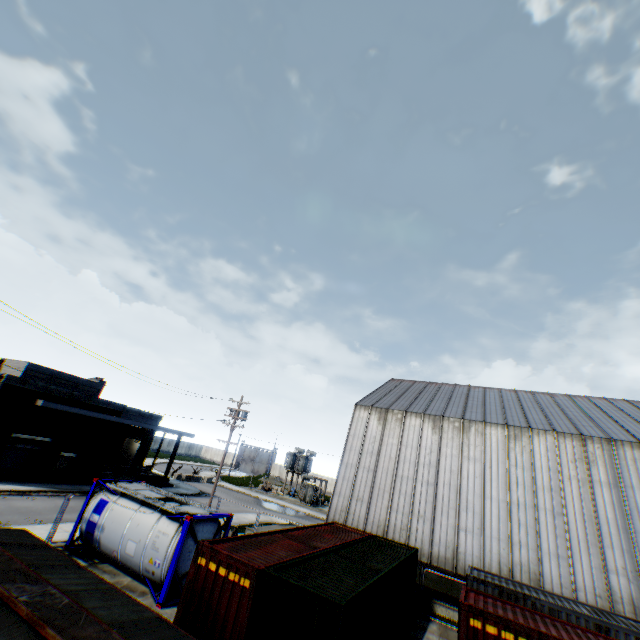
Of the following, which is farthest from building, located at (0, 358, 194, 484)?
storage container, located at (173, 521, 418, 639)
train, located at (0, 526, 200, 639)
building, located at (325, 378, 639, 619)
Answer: train, located at (0, 526, 200, 639)

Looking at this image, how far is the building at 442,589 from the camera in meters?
18.5 m

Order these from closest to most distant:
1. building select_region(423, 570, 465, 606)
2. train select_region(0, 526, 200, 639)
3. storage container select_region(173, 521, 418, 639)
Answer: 1. train select_region(0, 526, 200, 639)
2. storage container select_region(173, 521, 418, 639)
3. building select_region(423, 570, 465, 606)

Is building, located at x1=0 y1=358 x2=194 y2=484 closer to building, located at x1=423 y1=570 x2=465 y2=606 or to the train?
building, located at x1=423 y1=570 x2=465 y2=606

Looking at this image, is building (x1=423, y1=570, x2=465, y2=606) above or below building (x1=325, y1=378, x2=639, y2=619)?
below

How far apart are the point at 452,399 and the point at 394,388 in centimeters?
629cm

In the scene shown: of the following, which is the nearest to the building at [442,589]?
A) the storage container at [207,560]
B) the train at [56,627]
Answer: the storage container at [207,560]

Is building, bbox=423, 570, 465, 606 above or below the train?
below
